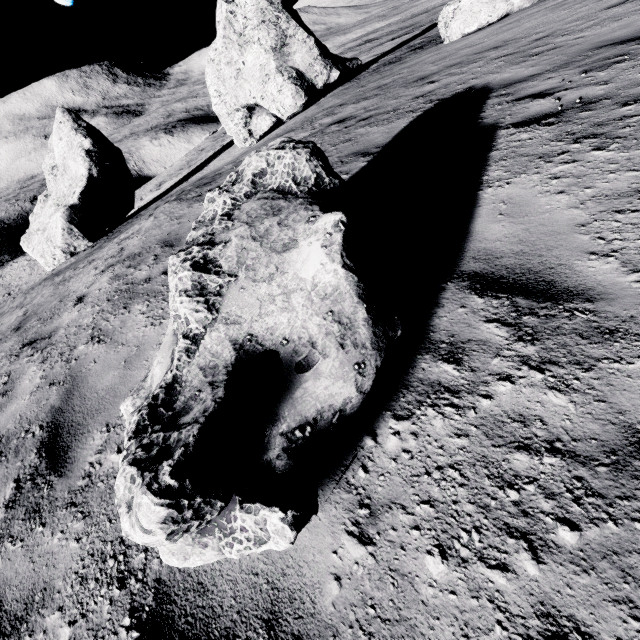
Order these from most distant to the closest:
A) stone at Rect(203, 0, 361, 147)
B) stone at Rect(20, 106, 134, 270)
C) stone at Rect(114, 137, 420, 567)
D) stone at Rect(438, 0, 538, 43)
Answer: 1. stone at Rect(20, 106, 134, 270)
2. stone at Rect(203, 0, 361, 147)
3. stone at Rect(438, 0, 538, 43)
4. stone at Rect(114, 137, 420, 567)

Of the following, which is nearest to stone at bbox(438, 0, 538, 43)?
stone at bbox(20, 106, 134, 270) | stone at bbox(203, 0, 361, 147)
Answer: stone at bbox(203, 0, 361, 147)

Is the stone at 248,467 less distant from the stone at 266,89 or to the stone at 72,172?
the stone at 266,89

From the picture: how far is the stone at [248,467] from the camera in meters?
1.4 m

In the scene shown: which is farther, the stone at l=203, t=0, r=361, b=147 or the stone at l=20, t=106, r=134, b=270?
the stone at l=20, t=106, r=134, b=270

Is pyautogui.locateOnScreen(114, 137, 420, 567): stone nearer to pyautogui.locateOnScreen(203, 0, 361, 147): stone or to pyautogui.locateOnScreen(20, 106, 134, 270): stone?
pyautogui.locateOnScreen(203, 0, 361, 147): stone

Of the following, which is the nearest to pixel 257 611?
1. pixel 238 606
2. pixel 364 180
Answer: pixel 238 606
